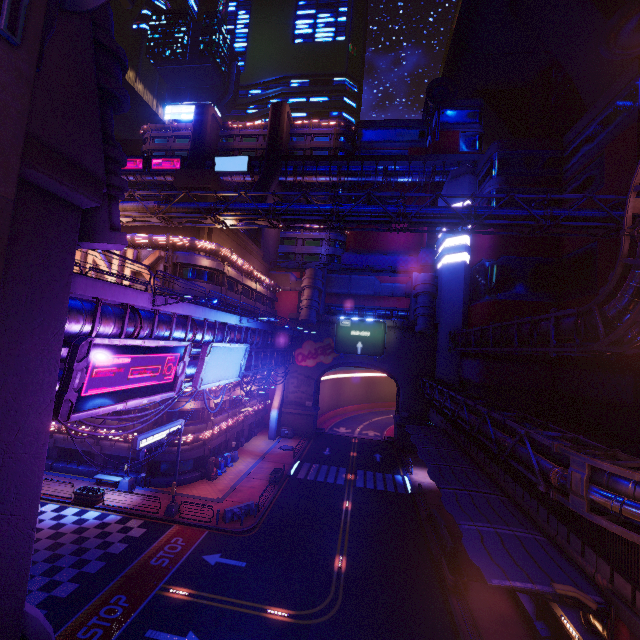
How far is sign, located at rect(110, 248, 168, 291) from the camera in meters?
29.0

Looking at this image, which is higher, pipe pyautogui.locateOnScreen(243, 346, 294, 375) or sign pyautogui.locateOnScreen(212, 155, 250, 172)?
sign pyautogui.locateOnScreen(212, 155, 250, 172)

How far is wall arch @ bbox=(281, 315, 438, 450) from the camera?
46.9m

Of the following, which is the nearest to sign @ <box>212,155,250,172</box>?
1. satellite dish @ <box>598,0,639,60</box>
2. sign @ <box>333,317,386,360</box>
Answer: sign @ <box>333,317,386,360</box>

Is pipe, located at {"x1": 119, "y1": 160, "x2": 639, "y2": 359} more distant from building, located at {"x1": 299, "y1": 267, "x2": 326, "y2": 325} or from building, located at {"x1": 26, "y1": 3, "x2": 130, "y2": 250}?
building, located at {"x1": 299, "y1": 267, "x2": 326, "y2": 325}

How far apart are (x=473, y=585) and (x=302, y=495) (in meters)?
15.21

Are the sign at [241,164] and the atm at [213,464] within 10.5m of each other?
no

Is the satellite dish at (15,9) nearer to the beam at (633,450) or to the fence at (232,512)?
the beam at (633,450)
